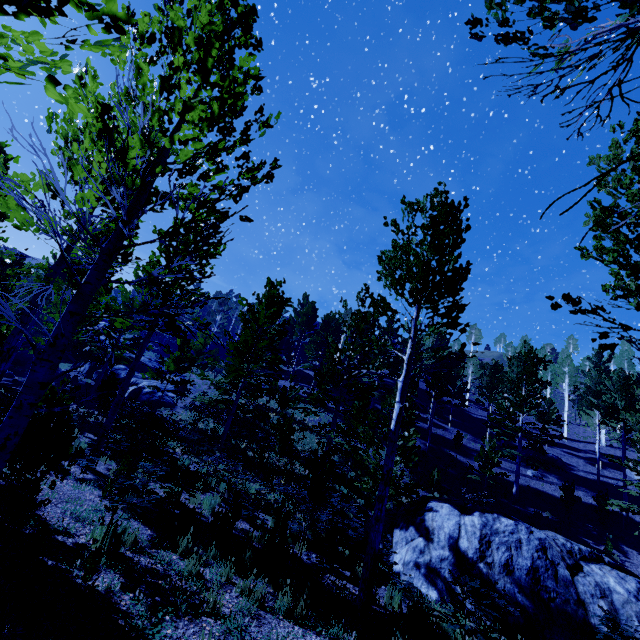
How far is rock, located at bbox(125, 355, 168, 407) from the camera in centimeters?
2462cm

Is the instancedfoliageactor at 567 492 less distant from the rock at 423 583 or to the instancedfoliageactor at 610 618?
the instancedfoliageactor at 610 618

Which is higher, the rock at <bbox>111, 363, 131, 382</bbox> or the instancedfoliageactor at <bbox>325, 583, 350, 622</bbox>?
the rock at <bbox>111, 363, 131, 382</bbox>

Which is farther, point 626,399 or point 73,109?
point 626,399

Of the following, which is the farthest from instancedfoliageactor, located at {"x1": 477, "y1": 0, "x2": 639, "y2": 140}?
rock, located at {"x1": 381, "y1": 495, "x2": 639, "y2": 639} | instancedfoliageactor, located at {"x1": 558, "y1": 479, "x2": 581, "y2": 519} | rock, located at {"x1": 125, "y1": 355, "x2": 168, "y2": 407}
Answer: rock, located at {"x1": 381, "y1": 495, "x2": 639, "y2": 639}

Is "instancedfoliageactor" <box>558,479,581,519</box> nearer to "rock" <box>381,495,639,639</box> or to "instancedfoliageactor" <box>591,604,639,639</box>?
"instancedfoliageactor" <box>591,604,639,639</box>

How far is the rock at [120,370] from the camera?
28.4 meters

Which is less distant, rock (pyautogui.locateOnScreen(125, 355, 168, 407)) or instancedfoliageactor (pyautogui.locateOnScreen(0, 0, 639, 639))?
instancedfoliageactor (pyautogui.locateOnScreen(0, 0, 639, 639))
